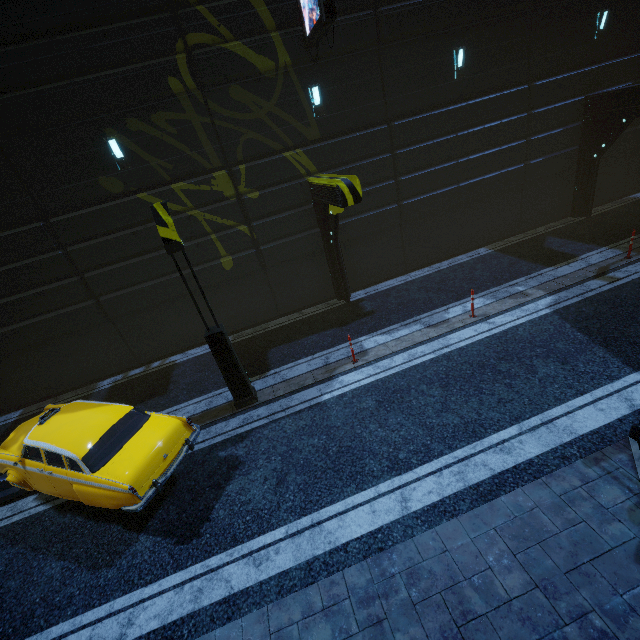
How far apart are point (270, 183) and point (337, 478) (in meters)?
9.66

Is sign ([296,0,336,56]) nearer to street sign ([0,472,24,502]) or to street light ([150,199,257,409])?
street sign ([0,472,24,502])

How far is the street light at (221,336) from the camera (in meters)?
7.05

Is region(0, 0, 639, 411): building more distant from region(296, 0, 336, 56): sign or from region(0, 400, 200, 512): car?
region(0, 400, 200, 512): car

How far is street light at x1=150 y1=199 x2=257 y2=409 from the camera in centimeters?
705cm

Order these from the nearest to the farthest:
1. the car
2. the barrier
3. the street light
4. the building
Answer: the barrier < the car < the street light < the building

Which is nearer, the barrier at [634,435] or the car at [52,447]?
the barrier at [634,435]

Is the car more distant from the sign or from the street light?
the sign
